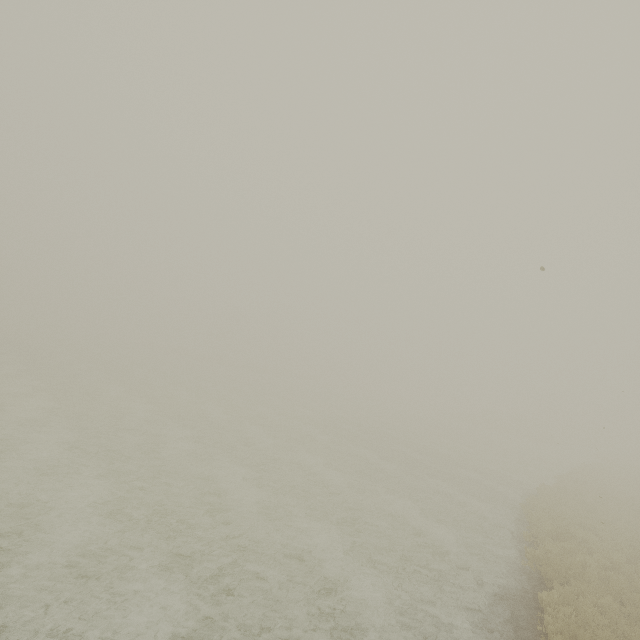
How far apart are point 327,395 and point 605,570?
39.7m
